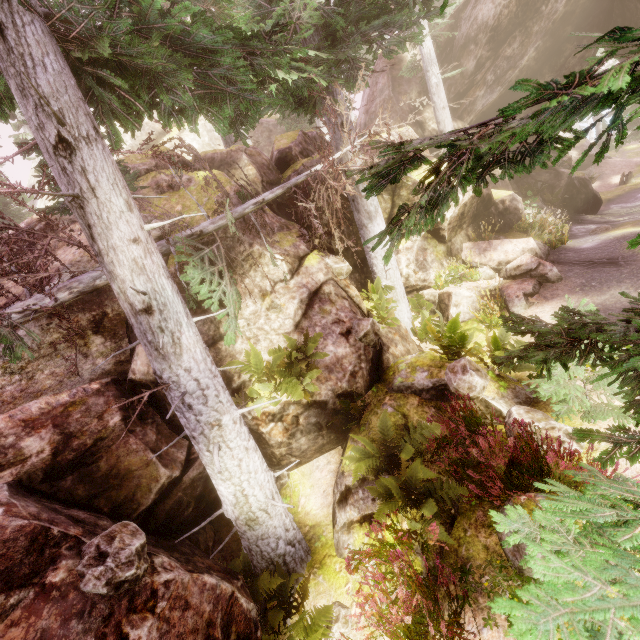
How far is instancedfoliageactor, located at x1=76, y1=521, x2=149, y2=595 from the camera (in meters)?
3.57

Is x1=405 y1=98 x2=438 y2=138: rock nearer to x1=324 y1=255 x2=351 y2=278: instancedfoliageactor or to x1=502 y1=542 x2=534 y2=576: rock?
x1=324 y1=255 x2=351 y2=278: instancedfoliageactor

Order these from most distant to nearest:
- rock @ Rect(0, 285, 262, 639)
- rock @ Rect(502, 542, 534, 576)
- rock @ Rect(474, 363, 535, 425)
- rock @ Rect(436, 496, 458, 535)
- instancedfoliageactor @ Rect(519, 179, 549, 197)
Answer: instancedfoliageactor @ Rect(519, 179, 549, 197) < rock @ Rect(474, 363, 535, 425) < rock @ Rect(436, 496, 458, 535) < rock @ Rect(502, 542, 534, 576) < rock @ Rect(0, 285, 262, 639)

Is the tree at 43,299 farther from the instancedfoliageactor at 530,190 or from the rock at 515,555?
the rock at 515,555

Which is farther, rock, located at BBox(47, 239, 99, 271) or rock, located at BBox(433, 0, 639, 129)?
rock, located at BBox(433, 0, 639, 129)

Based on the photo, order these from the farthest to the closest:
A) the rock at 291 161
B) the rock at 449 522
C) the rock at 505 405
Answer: the rock at 291 161 → the rock at 505 405 → the rock at 449 522

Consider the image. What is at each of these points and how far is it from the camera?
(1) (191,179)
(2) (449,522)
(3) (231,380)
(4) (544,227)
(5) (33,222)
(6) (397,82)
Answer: (1) rock, 10.6 meters
(2) rock, 5.1 meters
(3) rock, 7.4 meters
(4) instancedfoliageactor, 13.1 meters
(5) rock, 10.3 meters
(6) rock, 19.2 meters

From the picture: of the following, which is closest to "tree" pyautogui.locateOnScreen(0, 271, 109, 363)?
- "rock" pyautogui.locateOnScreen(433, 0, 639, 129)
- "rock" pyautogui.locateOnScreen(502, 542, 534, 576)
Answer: "rock" pyautogui.locateOnScreen(433, 0, 639, 129)
